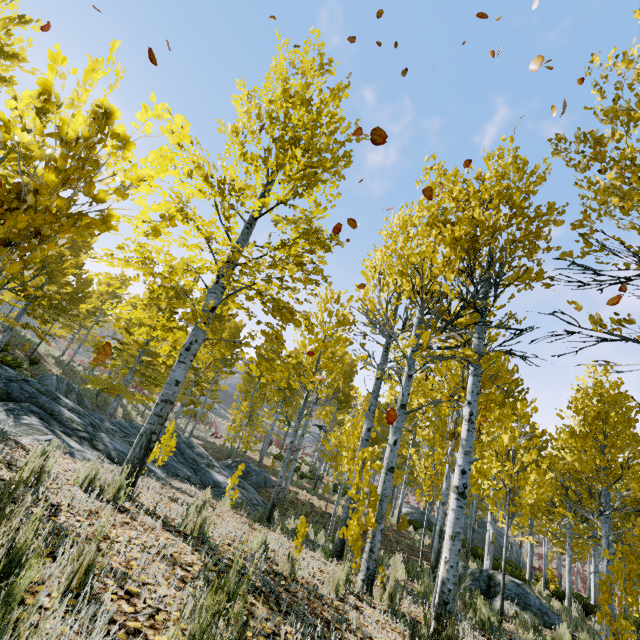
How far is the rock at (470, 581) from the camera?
8.4 meters

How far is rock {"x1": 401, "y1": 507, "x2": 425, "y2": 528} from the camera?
25.7 meters

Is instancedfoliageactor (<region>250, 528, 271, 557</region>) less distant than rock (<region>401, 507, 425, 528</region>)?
Yes

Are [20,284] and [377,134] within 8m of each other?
yes

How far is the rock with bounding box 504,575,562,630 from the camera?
7.70m

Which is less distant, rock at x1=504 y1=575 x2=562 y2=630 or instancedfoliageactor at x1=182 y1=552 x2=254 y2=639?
instancedfoliageactor at x1=182 y1=552 x2=254 y2=639

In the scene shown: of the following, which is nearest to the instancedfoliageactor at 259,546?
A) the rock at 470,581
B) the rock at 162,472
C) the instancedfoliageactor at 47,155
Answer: the rock at 162,472

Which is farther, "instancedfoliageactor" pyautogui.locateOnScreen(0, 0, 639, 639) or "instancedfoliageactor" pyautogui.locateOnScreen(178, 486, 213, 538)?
"instancedfoliageactor" pyautogui.locateOnScreen(178, 486, 213, 538)
